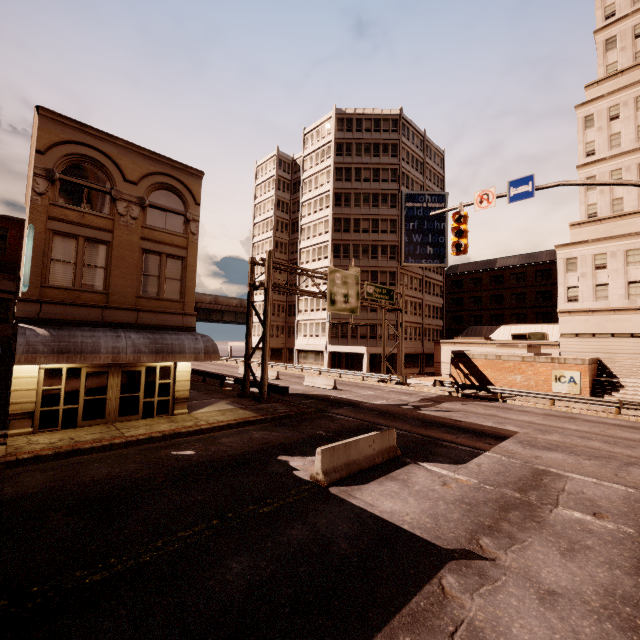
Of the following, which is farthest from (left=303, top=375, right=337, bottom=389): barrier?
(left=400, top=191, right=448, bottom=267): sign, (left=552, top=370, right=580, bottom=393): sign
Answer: (left=400, top=191, right=448, bottom=267): sign

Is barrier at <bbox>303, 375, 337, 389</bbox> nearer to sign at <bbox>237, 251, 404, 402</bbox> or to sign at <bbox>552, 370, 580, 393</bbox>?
sign at <bbox>237, 251, 404, 402</bbox>

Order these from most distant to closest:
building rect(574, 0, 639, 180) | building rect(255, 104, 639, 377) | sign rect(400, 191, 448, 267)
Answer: sign rect(400, 191, 448, 267), building rect(574, 0, 639, 180), building rect(255, 104, 639, 377)

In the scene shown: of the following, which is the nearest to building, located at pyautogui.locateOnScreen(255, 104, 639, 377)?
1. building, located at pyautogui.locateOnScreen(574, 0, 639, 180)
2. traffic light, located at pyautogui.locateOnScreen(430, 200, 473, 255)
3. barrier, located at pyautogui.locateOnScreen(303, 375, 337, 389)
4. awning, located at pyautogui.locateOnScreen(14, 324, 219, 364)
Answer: building, located at pyautogui.locateOnScreen(574, 0, 639, 180)

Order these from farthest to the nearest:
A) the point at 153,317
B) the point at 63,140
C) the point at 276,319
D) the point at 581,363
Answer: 1. the point at 276,319
2. the point at 581,363
3. the point at 153,317
4. the point at 63,140

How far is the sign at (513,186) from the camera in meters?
10.6

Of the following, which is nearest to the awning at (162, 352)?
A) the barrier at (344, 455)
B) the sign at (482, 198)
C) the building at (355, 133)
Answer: the barrier at (344, 455)

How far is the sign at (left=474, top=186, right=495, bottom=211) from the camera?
11.42m
